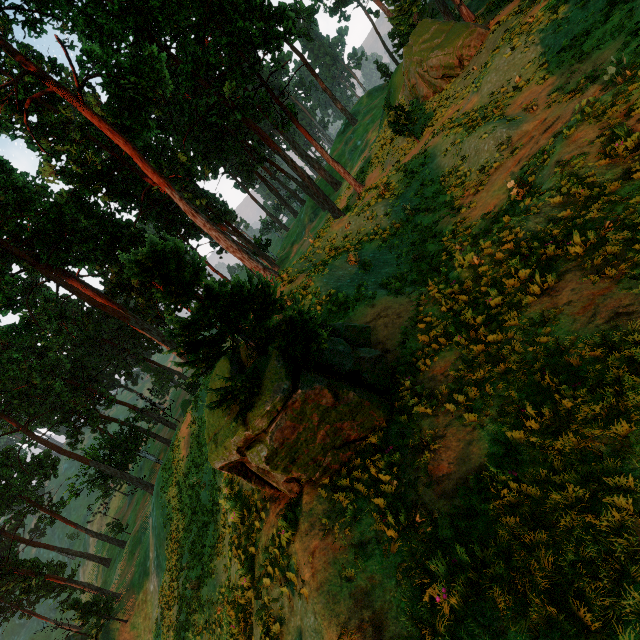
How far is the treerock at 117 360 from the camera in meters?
55.8

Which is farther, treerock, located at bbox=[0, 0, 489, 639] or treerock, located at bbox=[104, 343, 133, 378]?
treerock, located at bbox=[104, 343, 133, 378]

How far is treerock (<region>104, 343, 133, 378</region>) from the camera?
55.8 meters

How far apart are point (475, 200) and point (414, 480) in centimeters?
1231cm

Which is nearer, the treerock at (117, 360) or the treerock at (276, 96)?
the treerock at (276, 96)
